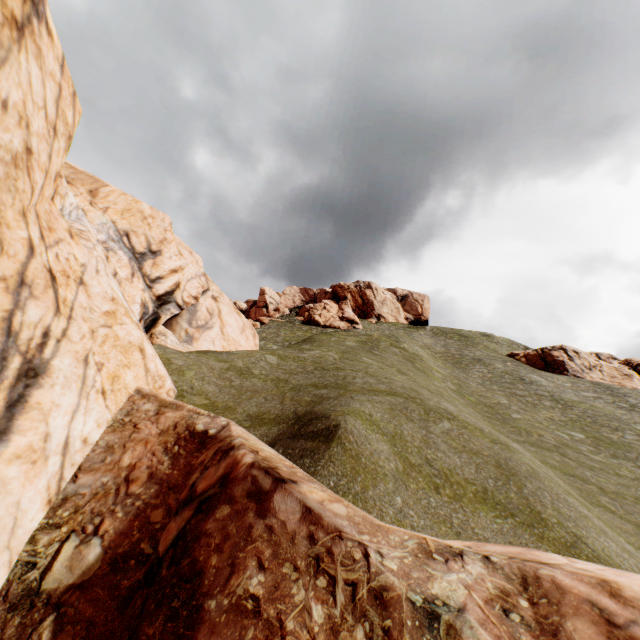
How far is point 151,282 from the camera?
15.3 meters

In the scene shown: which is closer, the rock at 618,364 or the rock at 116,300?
the rock at 116,300

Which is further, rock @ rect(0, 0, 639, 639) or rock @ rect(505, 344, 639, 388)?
rock @ rect(505, 344, 639, 388)

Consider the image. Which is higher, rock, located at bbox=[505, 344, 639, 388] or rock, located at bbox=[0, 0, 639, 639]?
rock, located at bbox=[505, 344, 639, 388]

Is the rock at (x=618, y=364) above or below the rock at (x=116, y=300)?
above
